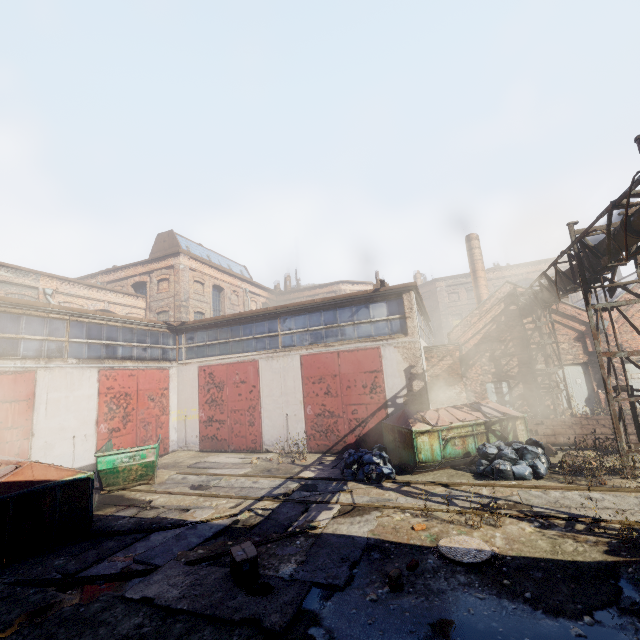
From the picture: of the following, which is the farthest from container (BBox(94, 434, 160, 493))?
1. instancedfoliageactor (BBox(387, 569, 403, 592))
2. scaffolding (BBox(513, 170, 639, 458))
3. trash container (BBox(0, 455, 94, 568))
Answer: scaffolding (BBox(513, 170, 639, 458))

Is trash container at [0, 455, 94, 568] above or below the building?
below

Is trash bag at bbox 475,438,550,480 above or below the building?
below

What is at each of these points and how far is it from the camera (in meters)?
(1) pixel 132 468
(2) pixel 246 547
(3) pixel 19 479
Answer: (1) container, 10.41
(2) carton, 5.46
(3) trash container, 6.96

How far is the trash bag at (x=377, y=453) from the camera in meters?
9.4 m

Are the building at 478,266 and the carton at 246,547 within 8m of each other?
no

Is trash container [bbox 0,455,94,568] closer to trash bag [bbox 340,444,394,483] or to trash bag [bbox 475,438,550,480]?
trash bag [bbox 340,444,394,483]

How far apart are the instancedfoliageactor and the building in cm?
2186
